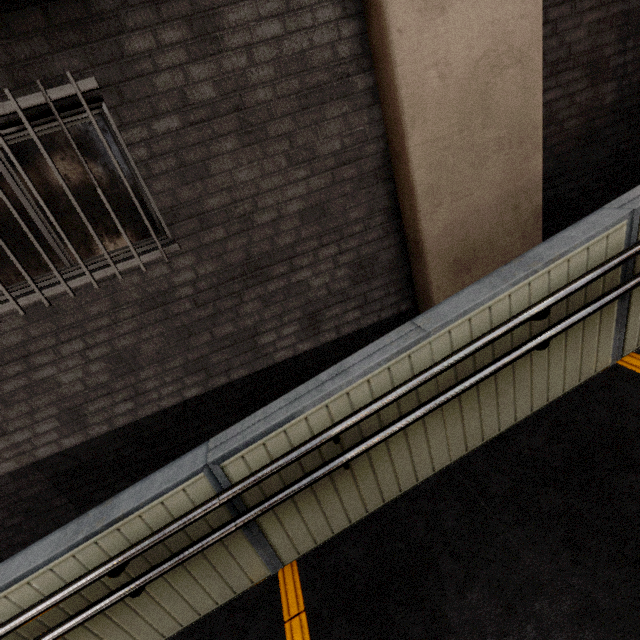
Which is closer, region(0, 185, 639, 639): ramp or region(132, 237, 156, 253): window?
region(0, 185, 639, 639): ramp

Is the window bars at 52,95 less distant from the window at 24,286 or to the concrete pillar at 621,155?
the window at 24,286

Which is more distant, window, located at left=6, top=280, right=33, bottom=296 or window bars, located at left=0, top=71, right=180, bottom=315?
window, located at left=6, top=280, right=33, bottom=296

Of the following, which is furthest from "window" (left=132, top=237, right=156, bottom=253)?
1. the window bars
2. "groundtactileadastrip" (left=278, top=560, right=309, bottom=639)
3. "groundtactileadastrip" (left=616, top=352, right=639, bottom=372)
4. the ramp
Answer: "groundtactileadastrip" (left=616, top=352, right=639, bottom=372)

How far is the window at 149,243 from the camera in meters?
2.8 m

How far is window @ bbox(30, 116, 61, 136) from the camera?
2.3m

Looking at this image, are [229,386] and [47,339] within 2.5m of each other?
yes
